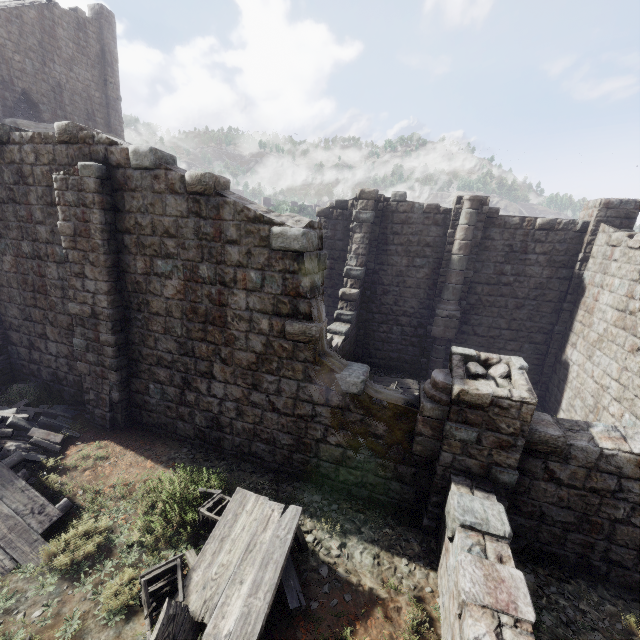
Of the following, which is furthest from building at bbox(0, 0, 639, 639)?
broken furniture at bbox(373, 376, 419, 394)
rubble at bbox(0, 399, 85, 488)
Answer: broken furniture at bbox(373, 376, 419, 394)

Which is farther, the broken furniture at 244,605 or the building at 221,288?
the building at 221,288

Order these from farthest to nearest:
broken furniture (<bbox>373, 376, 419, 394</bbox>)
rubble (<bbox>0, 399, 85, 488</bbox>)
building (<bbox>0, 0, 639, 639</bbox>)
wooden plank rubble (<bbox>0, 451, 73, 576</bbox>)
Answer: broken furniture (<bbox>373, 376, 419, 394</bbox>), rubble (<bbox>0, 399, 85, 488</bbox>), building (<bbox>0, 0, 639, 639</bbox>), wooden plank rubble (<bbox>0, 451, 73, 576</bbox>)

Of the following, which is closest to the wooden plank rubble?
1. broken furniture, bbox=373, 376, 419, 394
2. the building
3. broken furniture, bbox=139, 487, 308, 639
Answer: broken furniture, bbox=139, 487, 308, 639

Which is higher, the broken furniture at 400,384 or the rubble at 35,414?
the rubble at 35,414

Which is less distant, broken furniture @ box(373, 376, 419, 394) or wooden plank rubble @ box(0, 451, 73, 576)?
wooden plank rubble @ box(0, 451, 73, 576)

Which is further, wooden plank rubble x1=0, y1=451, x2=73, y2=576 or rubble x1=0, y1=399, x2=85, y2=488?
rubble x1=0, y1=399, x2=85, y2=488

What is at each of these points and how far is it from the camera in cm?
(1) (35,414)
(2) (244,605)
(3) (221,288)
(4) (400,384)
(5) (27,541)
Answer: (1) rubble, 880
(2) broken furniture, 453
(3) building, 720
(4) broken furniture, 1333
(5) wooden plank rubble, 539
